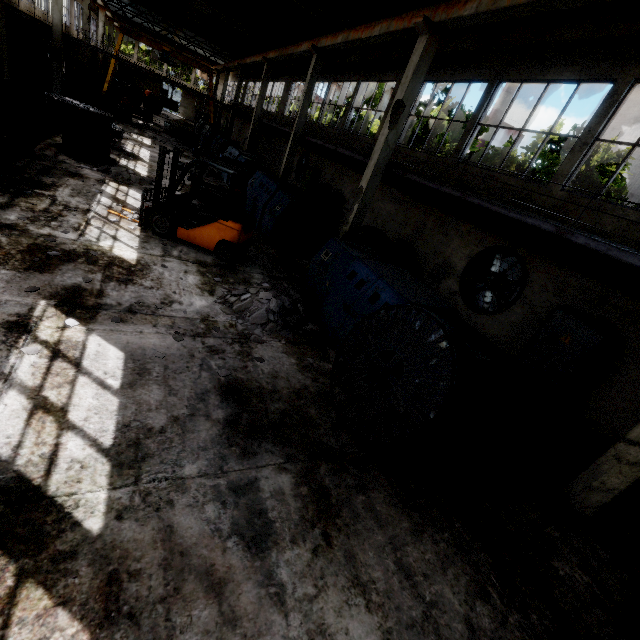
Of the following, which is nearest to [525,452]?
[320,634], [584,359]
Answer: [584,359]

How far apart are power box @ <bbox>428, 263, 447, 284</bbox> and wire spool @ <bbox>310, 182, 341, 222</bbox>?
8.1 meters

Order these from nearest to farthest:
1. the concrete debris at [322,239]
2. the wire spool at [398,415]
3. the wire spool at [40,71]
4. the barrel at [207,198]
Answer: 1. the wire spool at [398,415]
2. the barrel at [207,198]
3. the concrete debris at [322,239]
4. the wire spool at [40,71]

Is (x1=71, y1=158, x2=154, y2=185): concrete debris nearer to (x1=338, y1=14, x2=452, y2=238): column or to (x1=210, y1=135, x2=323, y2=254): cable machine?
(x1=210, y1=135, x2=323, y2=254): cable machine

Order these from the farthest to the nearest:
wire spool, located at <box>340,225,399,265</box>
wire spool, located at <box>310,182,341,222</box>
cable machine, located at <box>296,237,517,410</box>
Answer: wire spool, located at <box>310,182,341,222</box>, wire spool, located at <box>340,225,399,265</box>, cable machine, located at <box>296,237,517,410</box>

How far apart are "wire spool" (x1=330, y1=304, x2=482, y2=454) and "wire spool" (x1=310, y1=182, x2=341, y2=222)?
13.6m

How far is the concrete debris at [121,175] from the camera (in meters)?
11.95

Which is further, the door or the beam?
the door
